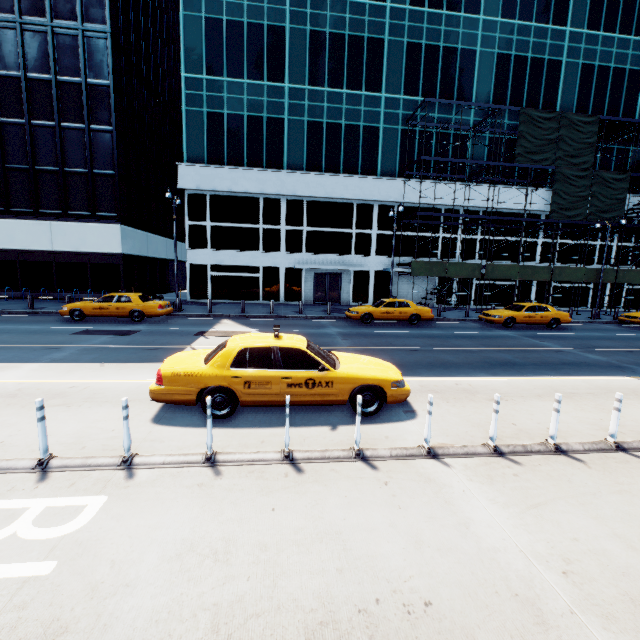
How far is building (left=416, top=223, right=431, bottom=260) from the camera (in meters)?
28.72

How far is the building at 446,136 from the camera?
27.7 meters

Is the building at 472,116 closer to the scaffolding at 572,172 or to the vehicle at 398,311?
the scaffolding at 572,172

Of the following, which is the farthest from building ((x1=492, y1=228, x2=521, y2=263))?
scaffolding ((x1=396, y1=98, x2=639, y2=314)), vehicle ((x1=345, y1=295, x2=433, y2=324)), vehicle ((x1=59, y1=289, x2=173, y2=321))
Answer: vehicle ((x1=59, y1=289, x2=173, y2=321))

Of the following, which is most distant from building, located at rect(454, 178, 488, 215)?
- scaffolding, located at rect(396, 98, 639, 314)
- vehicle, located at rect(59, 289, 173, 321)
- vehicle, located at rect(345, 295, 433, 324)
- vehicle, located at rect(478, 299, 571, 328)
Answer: vehicle, located at rect(59, 289, 173, 321)

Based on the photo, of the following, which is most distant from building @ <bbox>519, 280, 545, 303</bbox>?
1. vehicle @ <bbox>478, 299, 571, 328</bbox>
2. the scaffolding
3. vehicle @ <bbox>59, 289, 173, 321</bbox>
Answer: vehicle @ <bbox>59, 289, 173, 321</bbox>

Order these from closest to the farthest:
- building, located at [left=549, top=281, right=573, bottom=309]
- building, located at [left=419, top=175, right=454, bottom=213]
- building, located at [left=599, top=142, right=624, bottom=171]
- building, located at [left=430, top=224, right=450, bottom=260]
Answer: building, located at [left=419, top=175, right=454, bottom=213]
building, located at [left=430, top=224, right=450, bottom=260]
building, located at [left=599, top=142, right=624, bottom=171]
building, located at [left=549, top=281, right=573, bottom=309]

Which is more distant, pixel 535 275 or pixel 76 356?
pixel 535 275
